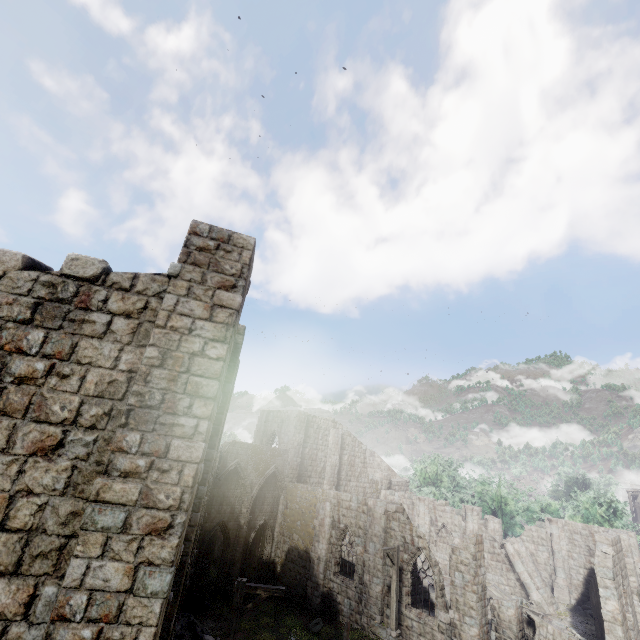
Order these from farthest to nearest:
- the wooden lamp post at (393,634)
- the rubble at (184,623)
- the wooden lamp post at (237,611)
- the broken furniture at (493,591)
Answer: the broken furniture at (493,591), the wooden lamp post at (393,634), the rubble at (184,623), the wooden lamp post at (237,611)

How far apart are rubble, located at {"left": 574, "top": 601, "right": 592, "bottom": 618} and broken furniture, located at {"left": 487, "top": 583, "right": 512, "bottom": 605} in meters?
4.9 m

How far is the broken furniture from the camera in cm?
2344

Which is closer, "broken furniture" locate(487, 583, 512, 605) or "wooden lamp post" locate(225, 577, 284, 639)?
"wooden lamp post" locate(225, 577, 284, 639)

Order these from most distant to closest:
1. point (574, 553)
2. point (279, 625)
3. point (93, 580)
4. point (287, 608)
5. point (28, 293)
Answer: point (574, 553) → point (287, 608) → point (279, 625) → point (28, 293) → point (93, 580)

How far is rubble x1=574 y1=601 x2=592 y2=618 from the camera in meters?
23.6 m

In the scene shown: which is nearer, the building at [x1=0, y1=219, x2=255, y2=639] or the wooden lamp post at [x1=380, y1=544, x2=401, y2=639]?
the building at [x1=0, y1=219, x2=255, y2=639]

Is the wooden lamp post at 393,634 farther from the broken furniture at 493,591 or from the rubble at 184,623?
the broken furniture at 493,591
